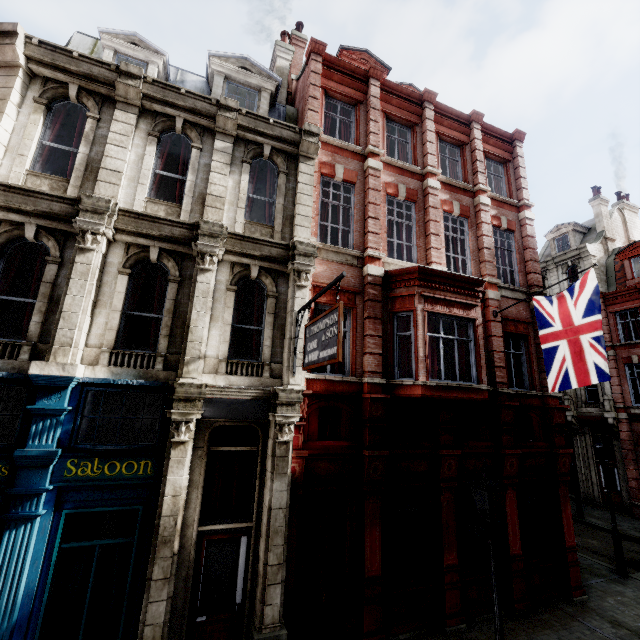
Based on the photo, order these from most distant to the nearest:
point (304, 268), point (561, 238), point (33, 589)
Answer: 1. point (561, 238)
2. point (304, 268)
3. point (33, 589)

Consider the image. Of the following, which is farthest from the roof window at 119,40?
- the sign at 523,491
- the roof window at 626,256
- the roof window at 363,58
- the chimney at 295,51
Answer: the roof window at 626,256

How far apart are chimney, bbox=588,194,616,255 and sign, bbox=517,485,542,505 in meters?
23.9 m

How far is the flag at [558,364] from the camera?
8.3 meters

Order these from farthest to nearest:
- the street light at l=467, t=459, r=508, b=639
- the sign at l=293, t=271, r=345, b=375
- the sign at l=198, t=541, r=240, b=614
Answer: the sign at l=198, t=541, r=240, b=614
the sign at l=293, t=271, r=345, b=375
the street light at l=467, t=459, r=508, b=639

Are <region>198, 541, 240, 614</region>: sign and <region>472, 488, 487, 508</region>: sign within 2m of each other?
no

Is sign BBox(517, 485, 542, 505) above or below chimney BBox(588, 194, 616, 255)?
below

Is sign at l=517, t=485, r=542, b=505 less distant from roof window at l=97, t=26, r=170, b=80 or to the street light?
the street light
